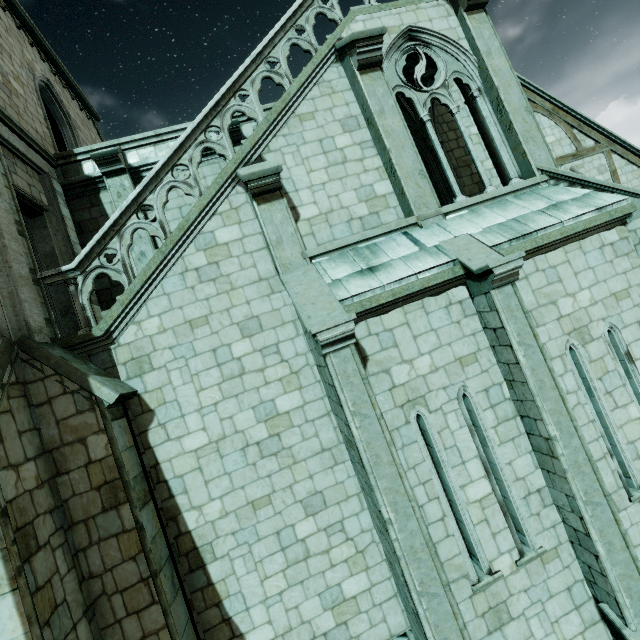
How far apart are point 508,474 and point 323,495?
3.4m
